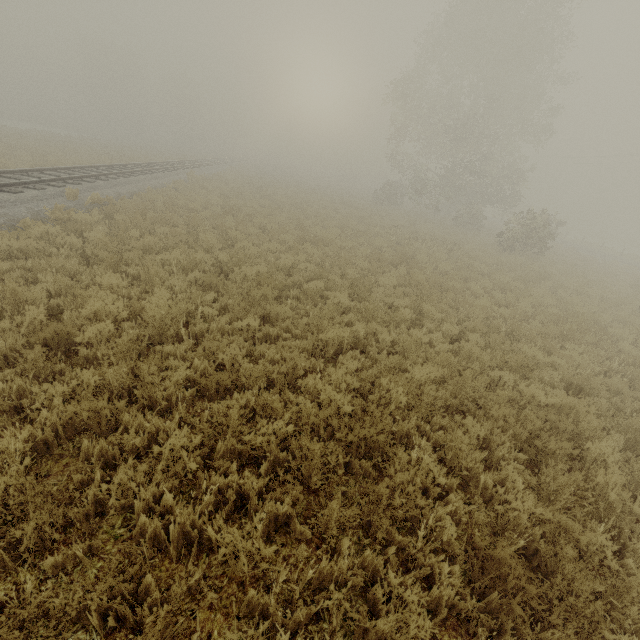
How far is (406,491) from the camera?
3.6 meters
